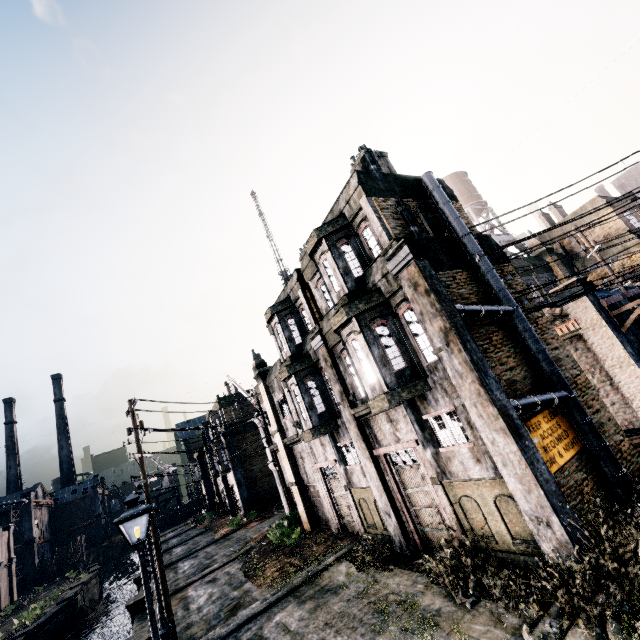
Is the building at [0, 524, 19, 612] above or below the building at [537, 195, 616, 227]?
below

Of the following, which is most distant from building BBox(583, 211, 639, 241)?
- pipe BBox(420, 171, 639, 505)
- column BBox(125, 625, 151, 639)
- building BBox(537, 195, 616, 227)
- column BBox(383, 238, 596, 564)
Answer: column BBox(125, 625, 151, 639)

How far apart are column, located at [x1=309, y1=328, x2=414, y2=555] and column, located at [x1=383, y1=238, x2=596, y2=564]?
5.6m

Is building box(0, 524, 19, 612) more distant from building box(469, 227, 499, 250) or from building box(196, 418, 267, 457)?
building box(469, 227, 499, 250)

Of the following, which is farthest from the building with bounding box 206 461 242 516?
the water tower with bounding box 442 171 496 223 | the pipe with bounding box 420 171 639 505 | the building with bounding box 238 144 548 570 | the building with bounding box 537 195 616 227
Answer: the building with bounding box 537 195 616 227

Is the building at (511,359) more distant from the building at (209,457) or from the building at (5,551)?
the building at (209,457)

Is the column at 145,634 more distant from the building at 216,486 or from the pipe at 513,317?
the building at 216,486

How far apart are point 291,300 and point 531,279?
17.5 meters
